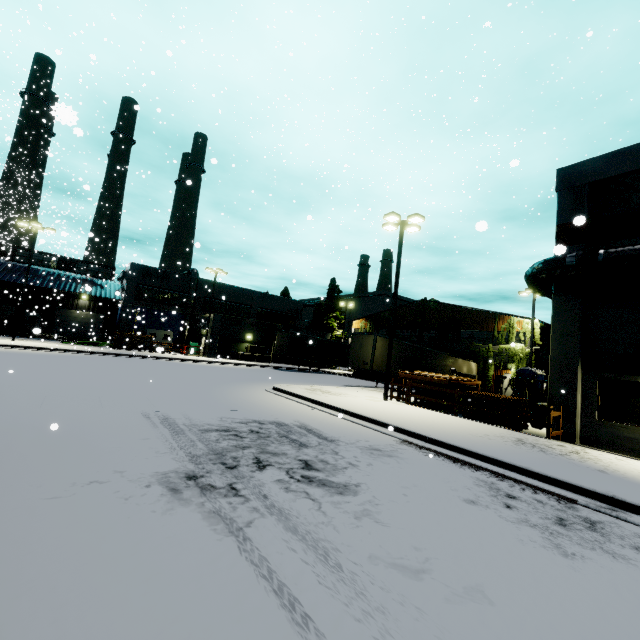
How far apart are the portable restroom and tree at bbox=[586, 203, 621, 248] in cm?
1424

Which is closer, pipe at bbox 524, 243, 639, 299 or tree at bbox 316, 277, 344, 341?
pipe at bbox 524, 243, 639, 299

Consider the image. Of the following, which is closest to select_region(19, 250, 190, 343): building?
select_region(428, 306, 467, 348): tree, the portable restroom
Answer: select_region(428, 306, 467, 348): tree

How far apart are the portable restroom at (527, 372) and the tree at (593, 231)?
14.2m

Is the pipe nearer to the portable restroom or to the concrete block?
the concrete block

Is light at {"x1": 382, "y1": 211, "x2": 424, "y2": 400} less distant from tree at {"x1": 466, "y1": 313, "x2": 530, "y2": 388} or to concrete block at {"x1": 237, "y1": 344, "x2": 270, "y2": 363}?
concrete block at {"x1": 237, "y1": 344, "x2": 270, "y2": 363}

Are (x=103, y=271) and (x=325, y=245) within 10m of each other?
no

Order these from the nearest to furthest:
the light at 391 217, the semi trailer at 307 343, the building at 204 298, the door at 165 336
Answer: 1. the light at 391 217
2. the semi trailer at 307 343
3. the building at 204 298
4. the door at 165 336
